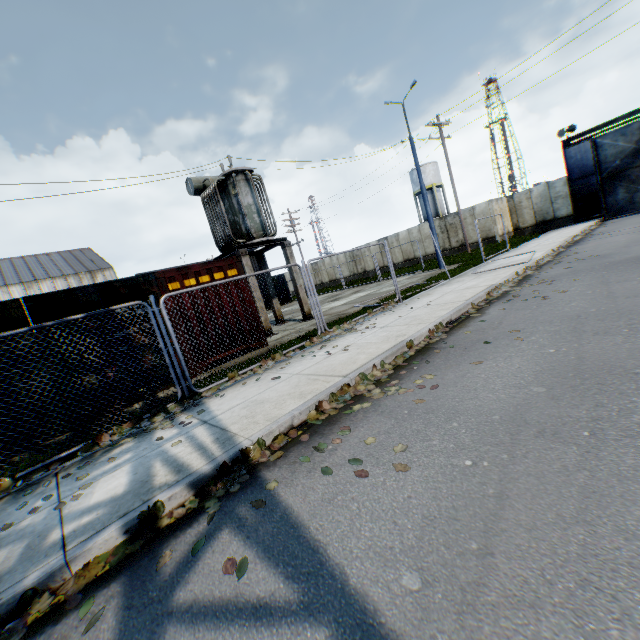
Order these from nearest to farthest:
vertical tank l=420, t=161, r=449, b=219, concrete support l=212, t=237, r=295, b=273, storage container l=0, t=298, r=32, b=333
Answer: storage container l=0, t=298, r=32, b=333 < concrete support l=212, t=237, r=295, b=273 < vertical tank l=420, t=161, r=449, b=219

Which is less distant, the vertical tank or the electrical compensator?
the electrical compensator

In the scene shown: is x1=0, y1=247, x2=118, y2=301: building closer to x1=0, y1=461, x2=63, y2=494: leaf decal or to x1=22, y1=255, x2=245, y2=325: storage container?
x1=22, y1=255, x2=245, y2=325: storage container

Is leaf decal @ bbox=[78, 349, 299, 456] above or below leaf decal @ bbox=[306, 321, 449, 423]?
above

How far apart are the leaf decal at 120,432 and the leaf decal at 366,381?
1.70m

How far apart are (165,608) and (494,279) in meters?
10.9 m

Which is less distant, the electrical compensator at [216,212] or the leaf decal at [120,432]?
the leaf decal at [120,432]

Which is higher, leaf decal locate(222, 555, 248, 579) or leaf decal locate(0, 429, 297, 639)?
leaf decal locate(0, 429, 297, 639)
